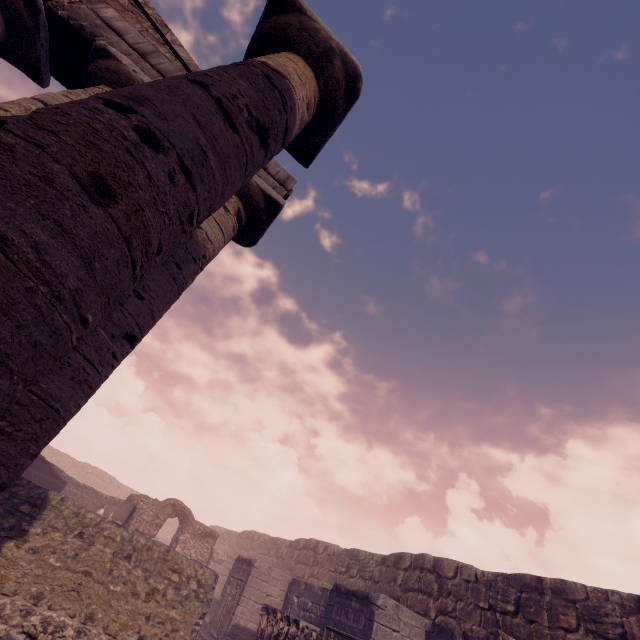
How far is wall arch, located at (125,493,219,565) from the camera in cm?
1540

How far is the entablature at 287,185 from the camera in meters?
5.7

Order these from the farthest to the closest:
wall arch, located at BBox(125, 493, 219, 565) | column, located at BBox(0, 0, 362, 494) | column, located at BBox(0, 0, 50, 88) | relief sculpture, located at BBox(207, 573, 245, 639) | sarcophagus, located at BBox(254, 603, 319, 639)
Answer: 1. wall arch, located at BBox(125, 493, 219, 565)
2. relief sculpture, located at BBox(207, 573, 245, 639)
3. sarcophagus, located at BBox(254, 603, 319, 639)
4. column, located at BBox(0, 0, 50, 88)
5. column, located at BBox(0, 0, 362, 494)

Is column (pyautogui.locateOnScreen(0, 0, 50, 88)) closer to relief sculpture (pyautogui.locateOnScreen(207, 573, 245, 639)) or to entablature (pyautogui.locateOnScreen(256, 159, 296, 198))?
entablature (pyautogui.locateOnScreen(256, 159, 296, 198))

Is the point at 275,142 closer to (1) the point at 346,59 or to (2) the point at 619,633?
(1) the point at 346,59

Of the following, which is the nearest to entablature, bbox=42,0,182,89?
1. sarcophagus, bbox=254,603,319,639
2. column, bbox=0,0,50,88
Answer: column, bbox=0,0,50,88

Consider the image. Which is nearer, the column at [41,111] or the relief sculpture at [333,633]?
the column at [41,111]

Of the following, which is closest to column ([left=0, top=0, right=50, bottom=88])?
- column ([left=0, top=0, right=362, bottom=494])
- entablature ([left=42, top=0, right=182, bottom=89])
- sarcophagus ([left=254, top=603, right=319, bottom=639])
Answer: entablature ([left=42, top=0, right=182, bottom=89])
